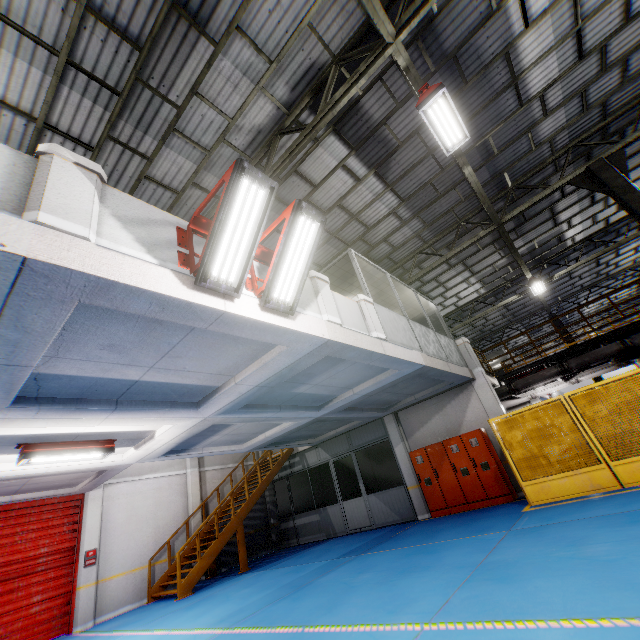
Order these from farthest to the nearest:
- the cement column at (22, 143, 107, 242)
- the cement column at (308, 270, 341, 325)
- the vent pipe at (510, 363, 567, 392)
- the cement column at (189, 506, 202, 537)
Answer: the cement column at (189, 506, 202, 537), the vent pipe at (510, 363, 567, 392), the cement column at (308, 270, 341, 325), the cement column at (22, 143, 107, 242)

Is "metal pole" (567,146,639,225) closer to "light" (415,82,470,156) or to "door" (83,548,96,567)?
"light" (415,82,470,156)

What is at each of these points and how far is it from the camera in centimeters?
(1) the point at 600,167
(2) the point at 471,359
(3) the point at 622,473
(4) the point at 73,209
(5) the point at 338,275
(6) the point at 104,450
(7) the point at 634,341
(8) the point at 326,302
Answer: (1) metal pole, 945cm
(2) cement column, 1191cm
(3) metal panel, 737cm
(4) cement column, 318cm
(5) cieling, 974cm
(6) light, 730cm
(7) vent pipe, 1128cm
(8) cement column, 610cm

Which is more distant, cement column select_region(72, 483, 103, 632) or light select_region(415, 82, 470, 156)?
cement column select_region(72, 483, 103, 632)

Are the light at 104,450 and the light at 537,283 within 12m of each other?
no

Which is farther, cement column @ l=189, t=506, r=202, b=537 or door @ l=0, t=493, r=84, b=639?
cement column @ l=189, t=506, r=202, b=537

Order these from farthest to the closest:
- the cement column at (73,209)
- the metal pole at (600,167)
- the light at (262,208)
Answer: the metal pole at (600,167), the light at (262,208), the cement column at (73,209)

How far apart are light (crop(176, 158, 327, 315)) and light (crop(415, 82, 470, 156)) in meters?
4.2 m
